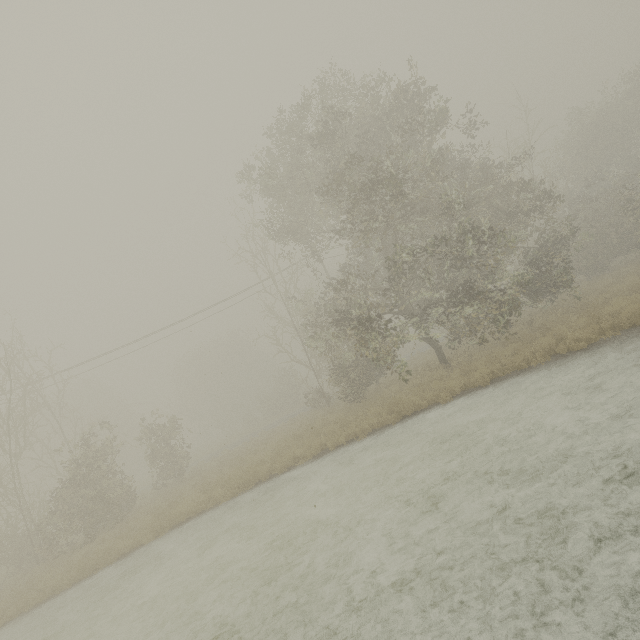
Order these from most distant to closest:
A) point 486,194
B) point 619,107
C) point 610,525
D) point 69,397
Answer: point 69,397 < point 619,107 < point 486,194 < point 610,525
